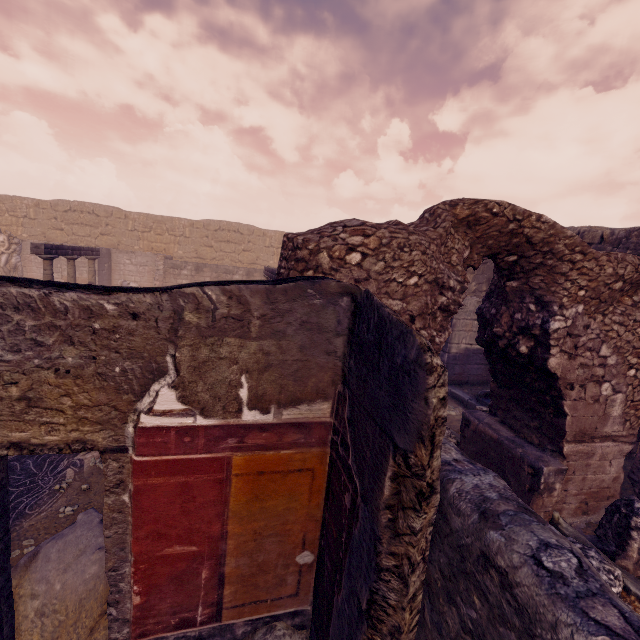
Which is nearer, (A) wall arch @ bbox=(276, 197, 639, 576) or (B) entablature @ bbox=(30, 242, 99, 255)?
(A) wall arch @ bbox=(276, 197, 639, 576)

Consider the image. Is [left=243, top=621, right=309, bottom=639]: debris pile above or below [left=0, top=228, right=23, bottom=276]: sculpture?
below

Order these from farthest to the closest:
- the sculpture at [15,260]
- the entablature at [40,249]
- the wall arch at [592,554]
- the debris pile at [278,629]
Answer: the sculpture at [15,260]
the entablature at [40,249]
the wall arch at [592,554]
the debris pile at [278,629]

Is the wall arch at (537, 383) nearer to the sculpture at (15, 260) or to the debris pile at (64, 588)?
the debris pile at (64, 588)

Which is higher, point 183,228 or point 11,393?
point 183,228

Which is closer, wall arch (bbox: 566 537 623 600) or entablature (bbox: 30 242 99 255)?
wall arch (bbox: 566 537 623 600)

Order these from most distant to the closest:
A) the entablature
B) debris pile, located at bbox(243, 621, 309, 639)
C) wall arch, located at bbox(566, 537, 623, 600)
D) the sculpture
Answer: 1. the sculpture
2. the entablature
3. wall arch, located at bbox(566, 537, 623, 600)
4. debris pile, located at bbox(243, 621, 309, 639)

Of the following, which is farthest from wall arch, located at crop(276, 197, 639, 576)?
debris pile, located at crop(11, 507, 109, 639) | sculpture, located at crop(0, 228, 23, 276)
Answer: sculpture, located at crop(0, 228, 23, 276)
